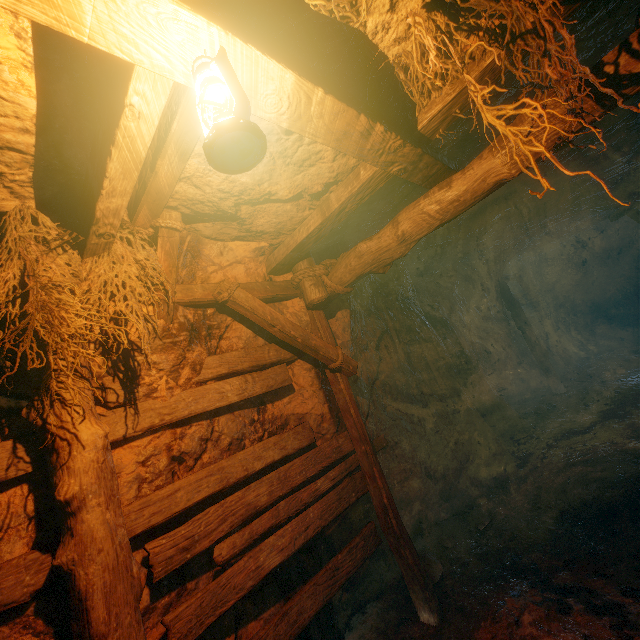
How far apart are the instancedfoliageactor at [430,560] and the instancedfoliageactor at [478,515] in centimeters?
82cm

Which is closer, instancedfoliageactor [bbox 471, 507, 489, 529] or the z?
the z

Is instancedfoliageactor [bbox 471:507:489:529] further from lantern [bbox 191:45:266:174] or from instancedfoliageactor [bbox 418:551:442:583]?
lantern [bbox 191:45:266:174]

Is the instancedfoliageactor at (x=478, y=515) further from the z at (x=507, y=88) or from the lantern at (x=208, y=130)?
the lantern at (x=208, y=130)

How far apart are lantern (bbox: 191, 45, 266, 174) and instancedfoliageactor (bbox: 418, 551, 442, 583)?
5.0m

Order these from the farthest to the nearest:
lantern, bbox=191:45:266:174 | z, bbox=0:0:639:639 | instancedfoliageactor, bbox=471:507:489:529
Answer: instancedfoliageactor, bbox=471:507:489:529 → z, bbox=0:0:639:639 → lantern, bbox=191:45:266:174

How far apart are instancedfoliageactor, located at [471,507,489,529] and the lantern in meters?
5.6 m

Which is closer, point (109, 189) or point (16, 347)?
point (109, 189)
